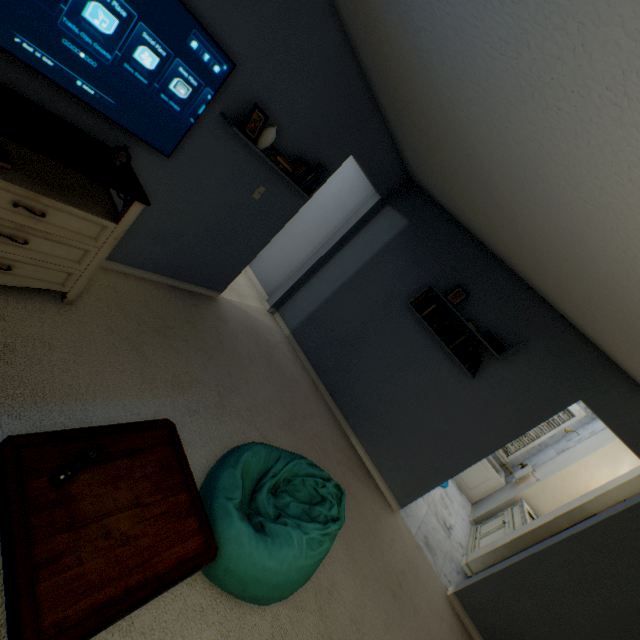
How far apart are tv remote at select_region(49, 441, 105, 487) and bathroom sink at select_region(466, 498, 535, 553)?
4.5 meters

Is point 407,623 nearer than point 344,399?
Yes

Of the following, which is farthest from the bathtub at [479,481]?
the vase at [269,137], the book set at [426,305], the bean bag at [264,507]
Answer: the vase at [269,137]

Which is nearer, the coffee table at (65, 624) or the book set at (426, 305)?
the coffee table at (65, 624)

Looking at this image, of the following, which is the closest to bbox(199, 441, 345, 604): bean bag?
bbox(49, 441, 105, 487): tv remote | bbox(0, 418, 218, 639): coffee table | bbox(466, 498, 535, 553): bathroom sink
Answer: bbox(0, 418, 218, 639): coffee table

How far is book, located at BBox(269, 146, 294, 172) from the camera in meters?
2.5

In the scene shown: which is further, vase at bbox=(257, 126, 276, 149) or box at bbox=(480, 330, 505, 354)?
box at bbox=(480, 330, 505, 354)

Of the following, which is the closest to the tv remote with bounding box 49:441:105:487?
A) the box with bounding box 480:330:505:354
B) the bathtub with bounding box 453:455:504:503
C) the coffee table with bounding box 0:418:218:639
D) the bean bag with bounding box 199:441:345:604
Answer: the coffee table with bounding box 0:418:218:639
